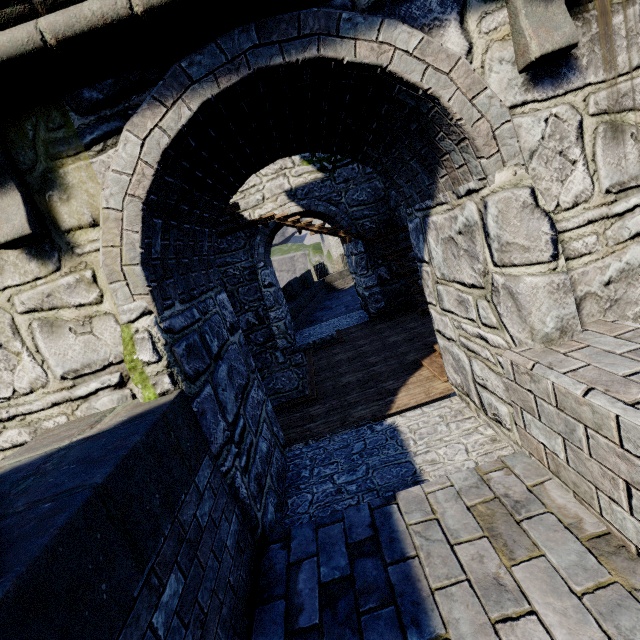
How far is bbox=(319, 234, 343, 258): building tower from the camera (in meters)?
44.72

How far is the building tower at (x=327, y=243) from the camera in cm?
4472

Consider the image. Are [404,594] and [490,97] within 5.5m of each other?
yes

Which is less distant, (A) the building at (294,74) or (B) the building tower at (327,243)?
(A) the building at (294,74)

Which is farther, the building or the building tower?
the building tower
